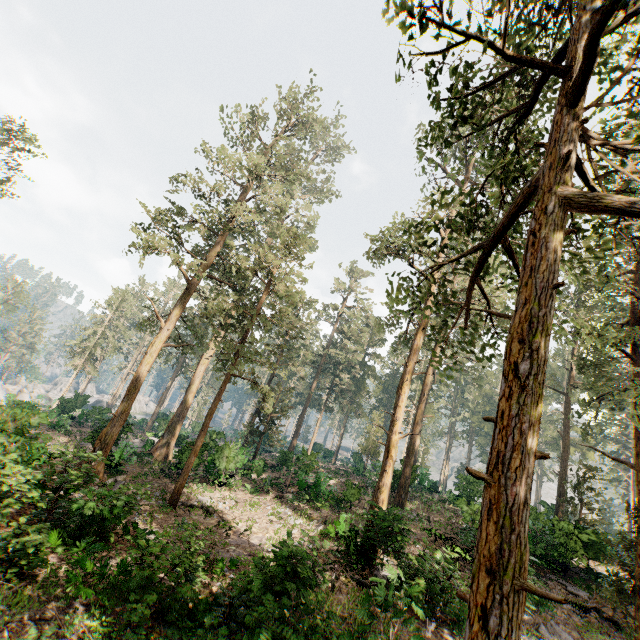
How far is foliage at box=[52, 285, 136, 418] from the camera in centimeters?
4525cm

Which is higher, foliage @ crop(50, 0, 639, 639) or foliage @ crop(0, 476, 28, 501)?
foliage @ crop(50, 0, 639, 639)

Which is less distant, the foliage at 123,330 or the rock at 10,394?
the rock at 10,394

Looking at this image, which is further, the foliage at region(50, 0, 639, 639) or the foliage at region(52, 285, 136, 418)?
the foliage at region(52, 285, 136, 418)

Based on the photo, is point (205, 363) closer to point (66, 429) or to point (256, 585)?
point (66, 429)

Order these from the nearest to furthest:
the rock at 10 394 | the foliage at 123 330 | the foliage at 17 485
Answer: the foliage at 17 485 → the rock at 10 394 → the foliage at 123 330

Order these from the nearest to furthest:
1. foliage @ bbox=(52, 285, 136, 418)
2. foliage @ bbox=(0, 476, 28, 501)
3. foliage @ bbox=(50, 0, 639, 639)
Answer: foliage @ bbox=(50, 0, 639, 639) < foliage @ bbox=(0, 476, 28, 501) < foliage @ bbox=(52, 285, 136, 418)
